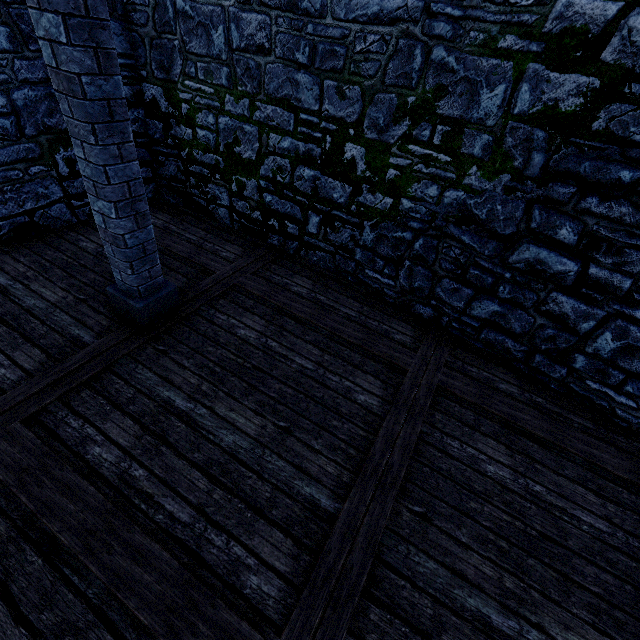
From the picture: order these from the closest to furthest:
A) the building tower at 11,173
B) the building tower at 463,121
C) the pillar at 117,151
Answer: the pillar at 117,151
the building tower at 463,121
the building tower at 11,173

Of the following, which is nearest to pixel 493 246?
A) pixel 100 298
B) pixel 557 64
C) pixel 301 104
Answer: pixel 557 64

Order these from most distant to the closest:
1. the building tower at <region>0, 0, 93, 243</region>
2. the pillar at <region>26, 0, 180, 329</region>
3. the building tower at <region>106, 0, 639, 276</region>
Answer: the building tower at <region>0, 0, 93, 243</region>, the building tower at <region>106, 0, 639, 276</region>, the pillar at <region>26, 0, 180, 329</region>

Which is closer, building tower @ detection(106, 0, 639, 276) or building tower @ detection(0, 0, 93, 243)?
building tower @ detection(106, 0, 639, 276)

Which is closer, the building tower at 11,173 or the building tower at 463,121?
the building tower at 463,121

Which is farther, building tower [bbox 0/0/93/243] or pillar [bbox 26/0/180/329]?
building tower [bbox 0/0/93/243]
